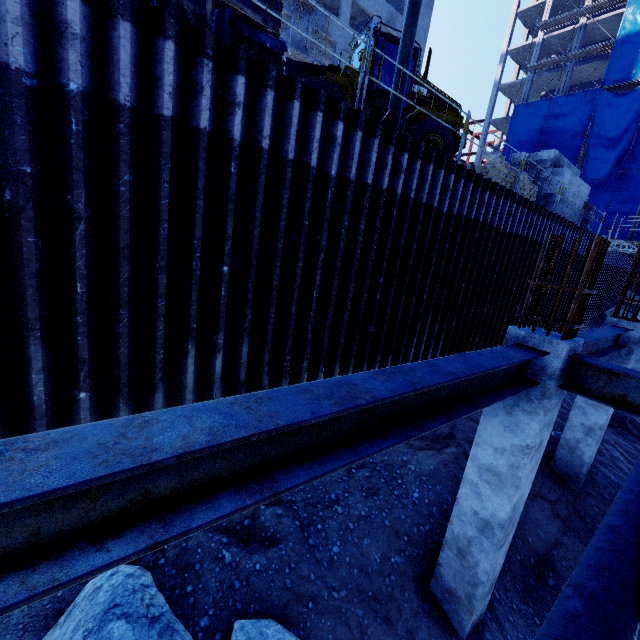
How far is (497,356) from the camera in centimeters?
300cm

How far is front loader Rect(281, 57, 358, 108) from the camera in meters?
9.2 m

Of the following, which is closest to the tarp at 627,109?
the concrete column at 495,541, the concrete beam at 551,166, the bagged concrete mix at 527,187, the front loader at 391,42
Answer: the concrete beam at 551,166

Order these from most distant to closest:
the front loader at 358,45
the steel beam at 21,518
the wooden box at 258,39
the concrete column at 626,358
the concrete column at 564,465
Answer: the front loader at 358,45 → the concrete column at 564,465 → the concrete column at 626,358 → the wooden box at 258,39 → the steel beam at 21,518

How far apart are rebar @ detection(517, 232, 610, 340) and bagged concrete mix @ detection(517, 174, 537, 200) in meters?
12.0 m

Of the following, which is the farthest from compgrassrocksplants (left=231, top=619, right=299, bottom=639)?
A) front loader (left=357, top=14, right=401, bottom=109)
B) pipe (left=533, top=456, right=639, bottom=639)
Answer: front loader (left=357, top=14, right=401, bottom=109)

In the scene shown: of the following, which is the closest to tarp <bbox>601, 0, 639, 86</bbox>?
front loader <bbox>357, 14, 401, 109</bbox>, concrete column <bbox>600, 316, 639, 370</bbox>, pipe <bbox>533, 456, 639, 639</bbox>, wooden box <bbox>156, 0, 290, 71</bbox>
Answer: pipe <bbox>533, 456, 639, 639</bbox>
